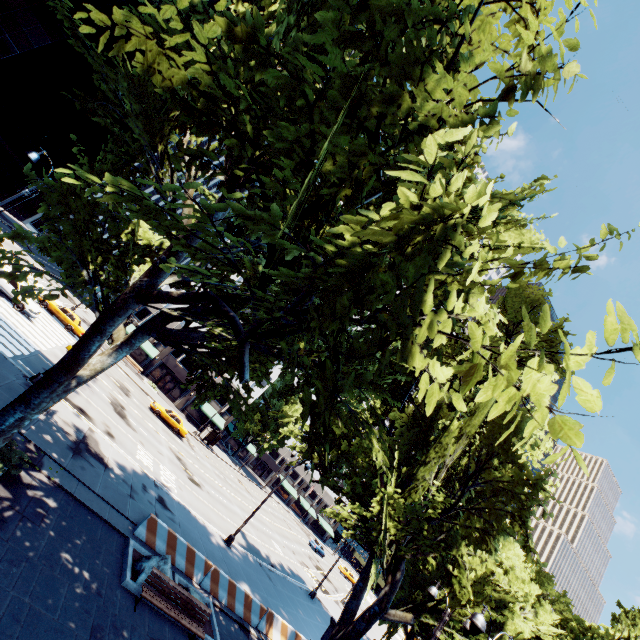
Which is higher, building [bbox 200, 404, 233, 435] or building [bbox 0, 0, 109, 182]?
building [bbox 0, 0, 109, 182]

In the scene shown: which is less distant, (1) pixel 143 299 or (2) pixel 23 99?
(1) pixel 143 299

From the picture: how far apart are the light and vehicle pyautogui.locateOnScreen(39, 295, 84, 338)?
23.1m

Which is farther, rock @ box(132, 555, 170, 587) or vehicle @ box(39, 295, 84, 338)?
vehicle @ box(39, 295, 84, 338)

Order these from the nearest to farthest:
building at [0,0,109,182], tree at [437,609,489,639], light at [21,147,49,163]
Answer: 1. light at [21,147,49,163]
2. tree at [437,609,489,639]
3. building at [0,0,109,182]

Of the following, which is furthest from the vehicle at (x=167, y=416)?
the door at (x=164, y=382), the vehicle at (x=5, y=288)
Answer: the door at (x=164, y=382)

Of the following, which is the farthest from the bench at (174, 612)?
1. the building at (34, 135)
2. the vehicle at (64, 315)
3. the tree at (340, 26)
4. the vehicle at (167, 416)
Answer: the building at (34, 135)

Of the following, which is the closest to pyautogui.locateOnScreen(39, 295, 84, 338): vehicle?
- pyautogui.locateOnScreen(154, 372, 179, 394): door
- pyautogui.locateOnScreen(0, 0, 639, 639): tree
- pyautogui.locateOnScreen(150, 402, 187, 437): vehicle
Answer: pyautogui.locateOnScreen(150, 402, 187, 437): vehicle
